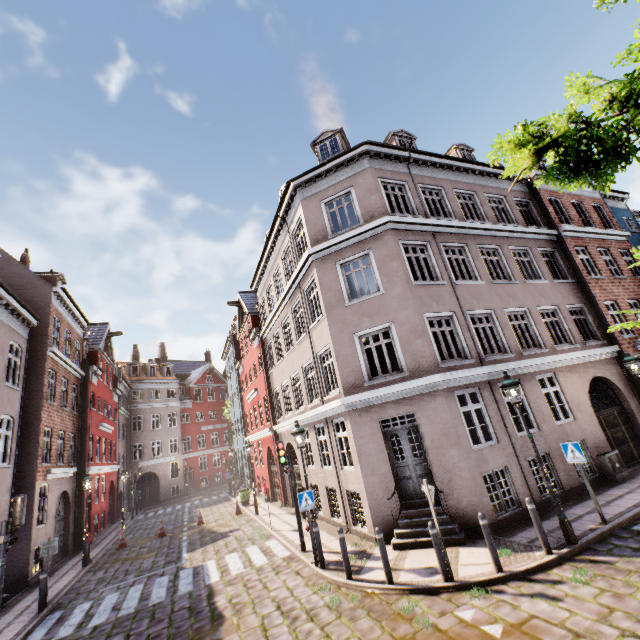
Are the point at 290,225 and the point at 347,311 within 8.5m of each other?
yes

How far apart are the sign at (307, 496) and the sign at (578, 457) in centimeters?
704cm

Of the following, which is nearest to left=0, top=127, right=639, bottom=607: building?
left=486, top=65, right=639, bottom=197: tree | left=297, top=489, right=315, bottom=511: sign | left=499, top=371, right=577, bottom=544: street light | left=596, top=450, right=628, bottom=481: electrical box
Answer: left=596, top=450, right=628, bottom=481: electrical box

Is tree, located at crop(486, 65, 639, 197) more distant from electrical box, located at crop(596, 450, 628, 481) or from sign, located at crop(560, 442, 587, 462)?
electrical box, located at crop(596, 450, 628, 481)

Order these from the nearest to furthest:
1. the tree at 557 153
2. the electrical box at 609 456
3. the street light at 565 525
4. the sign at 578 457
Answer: the tree at 557 153, the street light at 565 525, the sign at 578 457, the electrical box at 609 456

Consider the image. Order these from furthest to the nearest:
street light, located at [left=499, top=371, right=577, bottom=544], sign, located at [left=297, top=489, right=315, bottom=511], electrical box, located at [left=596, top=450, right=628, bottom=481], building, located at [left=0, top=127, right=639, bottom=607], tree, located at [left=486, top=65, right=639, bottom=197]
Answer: electrical box, located at [left=596, top=450, right=628, bottom=481] → building, located at [left=0, top=127, right=639, bottom=607] → sign, located at [left=297, top=489, right=315, bottom=511] → street light, located at [left=499, top=371, right=577, bottom=544] → tree, located at [left=486, top=65, right=639, bottom=197]

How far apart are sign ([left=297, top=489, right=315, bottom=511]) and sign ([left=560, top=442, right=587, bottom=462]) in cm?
704

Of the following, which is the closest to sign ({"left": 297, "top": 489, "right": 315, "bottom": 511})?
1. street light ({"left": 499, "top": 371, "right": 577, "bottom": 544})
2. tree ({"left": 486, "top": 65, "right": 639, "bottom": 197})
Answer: street light ({"left": 499, "top": 371, "right": 577, "bottom": 544})
